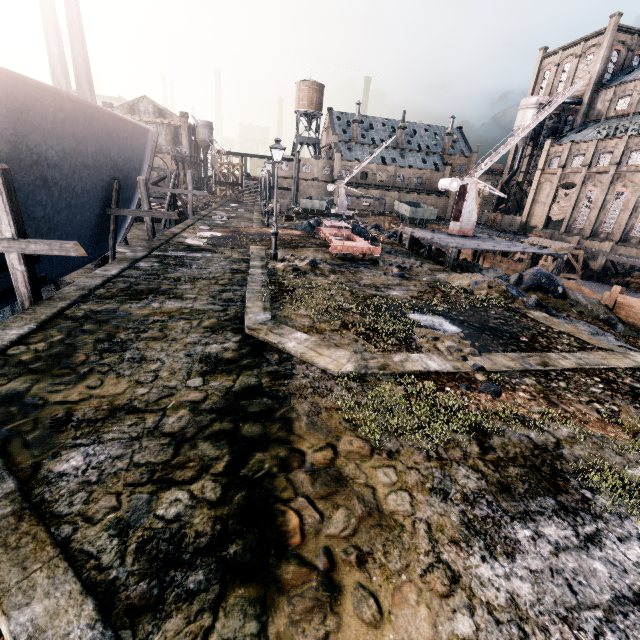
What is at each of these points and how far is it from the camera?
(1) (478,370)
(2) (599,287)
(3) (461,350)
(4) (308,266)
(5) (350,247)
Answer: (1) stone debris, 8.0m
(2) wooden scaffolding, 40.1m
(3) stone debris, 8.8m
(4) stone debris, 16.2m
(5) rail car base, 18.9m

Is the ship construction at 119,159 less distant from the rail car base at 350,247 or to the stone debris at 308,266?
the stone debris at 308,266

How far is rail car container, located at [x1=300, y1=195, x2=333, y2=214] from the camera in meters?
43.0 m

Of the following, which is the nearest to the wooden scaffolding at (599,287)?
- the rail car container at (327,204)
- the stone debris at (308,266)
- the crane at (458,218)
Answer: the crane at (458,218)

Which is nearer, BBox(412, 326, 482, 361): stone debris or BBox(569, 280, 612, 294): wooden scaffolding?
BBox(412, 326, 482, 361): stone debris

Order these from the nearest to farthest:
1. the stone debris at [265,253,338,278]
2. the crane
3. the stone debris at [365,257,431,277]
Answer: the stone debris at [265,253,338,278] < the stone debris at [365,257,431,277] < the crane

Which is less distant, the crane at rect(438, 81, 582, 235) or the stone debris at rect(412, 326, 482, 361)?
the stone debris at rect(412, 326, 482, 361)

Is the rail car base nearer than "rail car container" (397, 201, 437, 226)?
Yes
